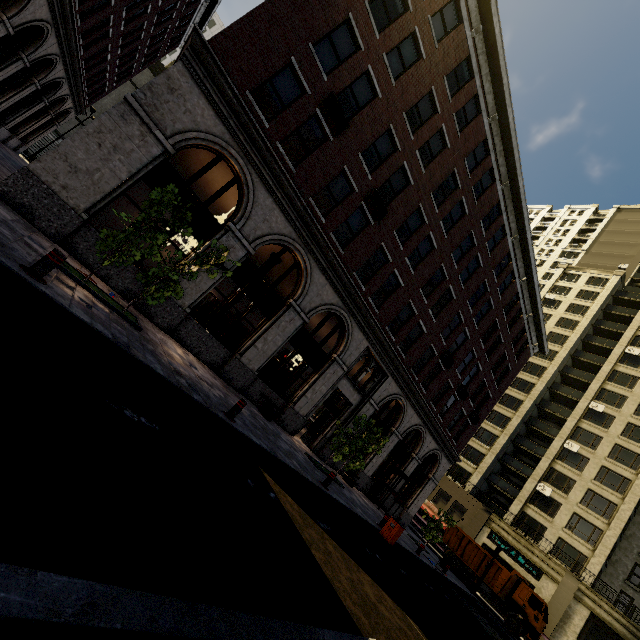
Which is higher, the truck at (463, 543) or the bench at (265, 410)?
the truck at (463, 543)

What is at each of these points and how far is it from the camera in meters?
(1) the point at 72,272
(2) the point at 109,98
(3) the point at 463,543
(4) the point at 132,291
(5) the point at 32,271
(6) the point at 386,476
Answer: (1) tree, 7.4 m
(2) building, 43.8 m
(3) truck, 27.3 m
(4) building, 10.4 m
(5) metal bar, 5.3 m
(6) phone booth, 21.2 m

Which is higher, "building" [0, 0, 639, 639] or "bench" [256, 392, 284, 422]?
"building" [0, 0, 639, 639]

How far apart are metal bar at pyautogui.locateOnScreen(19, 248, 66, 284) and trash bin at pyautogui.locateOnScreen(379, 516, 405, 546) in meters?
13.0 m

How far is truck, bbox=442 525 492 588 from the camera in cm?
2581

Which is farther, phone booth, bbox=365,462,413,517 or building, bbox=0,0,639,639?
phone booth, bbox=365,462,413,517

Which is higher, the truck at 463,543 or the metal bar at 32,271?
the truck at 463,543

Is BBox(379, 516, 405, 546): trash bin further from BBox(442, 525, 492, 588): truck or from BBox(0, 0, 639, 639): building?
BBox(442, 525, 492, 588): truck
